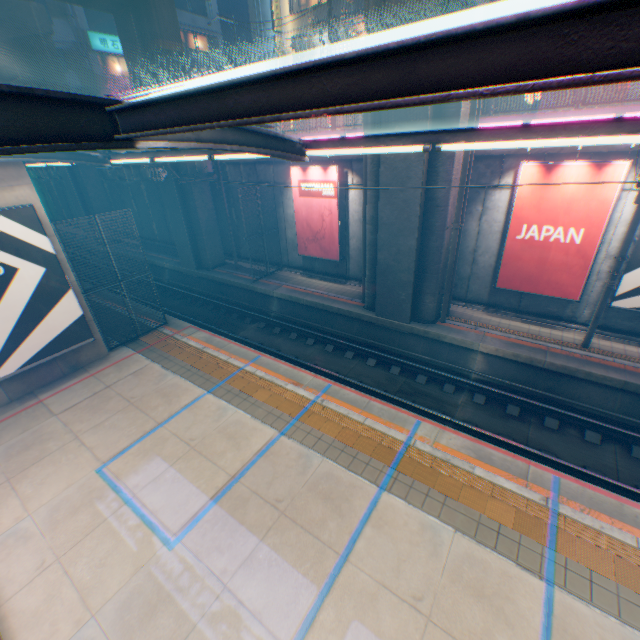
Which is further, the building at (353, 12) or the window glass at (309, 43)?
the window glass at (309, 43)

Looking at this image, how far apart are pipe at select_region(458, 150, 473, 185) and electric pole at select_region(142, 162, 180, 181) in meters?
11.8

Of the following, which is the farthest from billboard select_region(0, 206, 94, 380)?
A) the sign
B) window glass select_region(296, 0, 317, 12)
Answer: the sign

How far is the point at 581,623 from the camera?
4.9m

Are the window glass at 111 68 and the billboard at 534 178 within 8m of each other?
no

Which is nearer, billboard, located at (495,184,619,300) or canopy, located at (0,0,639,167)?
canopy, located at (0,0,639,167)

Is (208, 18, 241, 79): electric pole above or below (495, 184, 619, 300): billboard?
above

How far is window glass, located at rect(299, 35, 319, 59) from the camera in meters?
26.7 m
